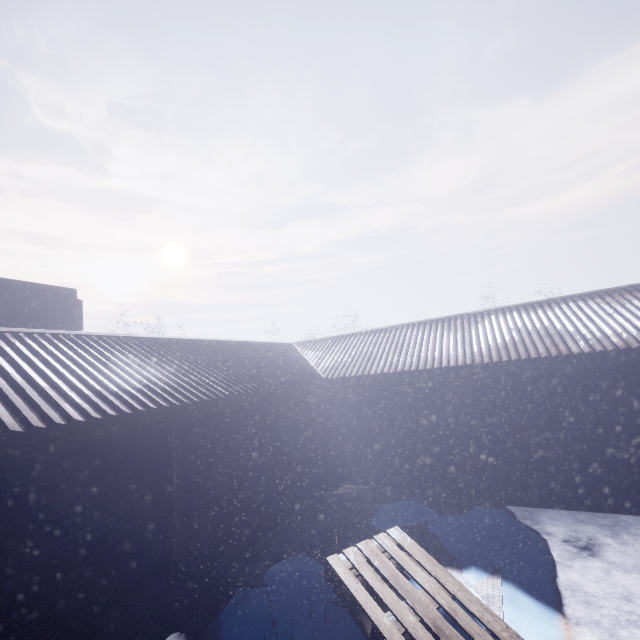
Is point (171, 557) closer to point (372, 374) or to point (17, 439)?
point (17, 439)
